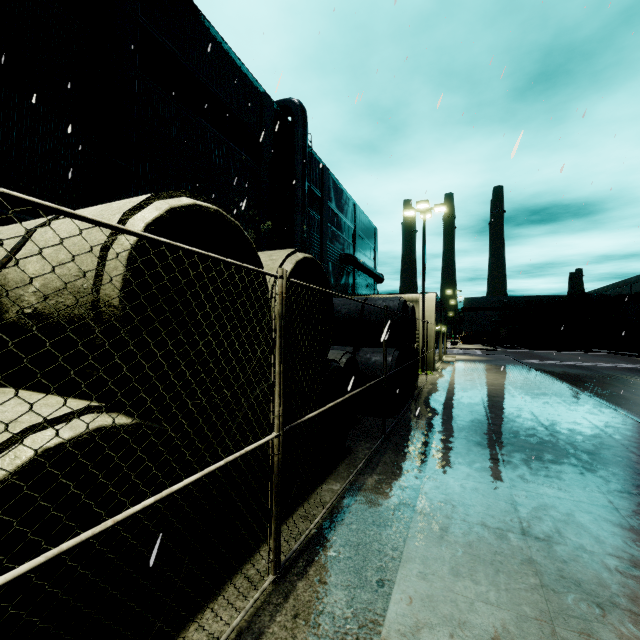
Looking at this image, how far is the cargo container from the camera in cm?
5175

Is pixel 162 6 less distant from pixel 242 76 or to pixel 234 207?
pixel 242 76

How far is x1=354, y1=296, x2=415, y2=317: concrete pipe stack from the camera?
10.5 meters

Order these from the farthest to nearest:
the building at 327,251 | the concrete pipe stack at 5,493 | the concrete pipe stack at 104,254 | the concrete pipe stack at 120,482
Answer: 1. the building at 327,251
2. the concrete pipe stack at 5,493
3. the concrete pipe stack at 120,482
4. the concrete pipe stack at 104,254

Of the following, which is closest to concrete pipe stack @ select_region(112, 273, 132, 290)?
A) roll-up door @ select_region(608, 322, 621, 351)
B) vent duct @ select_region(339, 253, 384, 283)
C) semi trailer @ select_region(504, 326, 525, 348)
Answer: vent duct @ select_region(339, 253, 384, 283)

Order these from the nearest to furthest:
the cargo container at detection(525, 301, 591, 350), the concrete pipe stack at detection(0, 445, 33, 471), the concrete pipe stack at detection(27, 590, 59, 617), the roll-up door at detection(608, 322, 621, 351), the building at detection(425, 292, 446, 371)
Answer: the concrete pipe stack at detection(0, 445, 33, 471), the concrete pipe stack at detection(27, 590, 59, 617), the building at detection(425, 292, 446, 371), the roll-up door at detection(608, 322, 621, 351), the cargo container at detection(525, 301, 591, 350)

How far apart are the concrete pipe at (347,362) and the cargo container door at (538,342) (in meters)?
55.45

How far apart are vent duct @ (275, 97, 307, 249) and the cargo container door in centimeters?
5006cm
